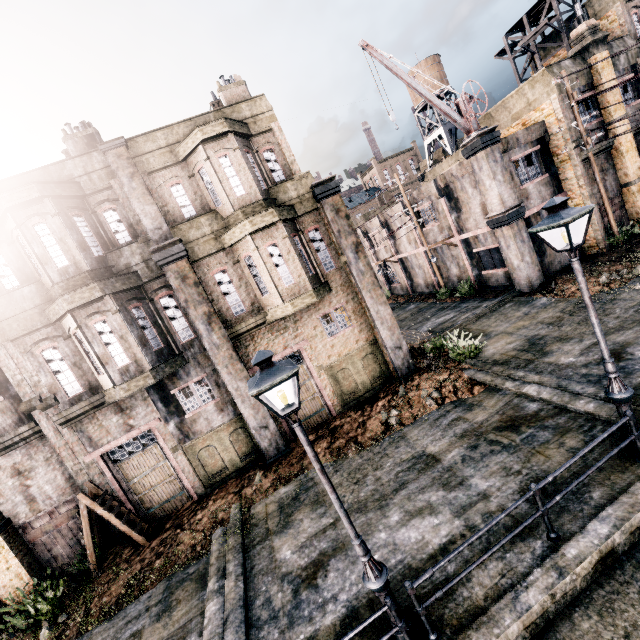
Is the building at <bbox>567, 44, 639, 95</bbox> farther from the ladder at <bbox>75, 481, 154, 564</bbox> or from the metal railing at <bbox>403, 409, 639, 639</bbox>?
the ladder at <bbox>75, 481, 154, 564</bbox>

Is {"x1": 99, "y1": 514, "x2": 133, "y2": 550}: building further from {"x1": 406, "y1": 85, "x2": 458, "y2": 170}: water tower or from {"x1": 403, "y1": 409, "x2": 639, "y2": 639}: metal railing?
{"x1": 406, "y1": 85, "x2": 458, "y2": 170}: water tower

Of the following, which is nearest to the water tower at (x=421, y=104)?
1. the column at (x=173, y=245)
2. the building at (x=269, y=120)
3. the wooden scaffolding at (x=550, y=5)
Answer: the wooden scaffolding at (x=550, y=5)

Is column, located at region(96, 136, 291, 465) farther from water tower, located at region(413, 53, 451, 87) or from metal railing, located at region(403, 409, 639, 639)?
water tower, located at region(413, 53, 451, 87)

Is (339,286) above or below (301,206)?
below

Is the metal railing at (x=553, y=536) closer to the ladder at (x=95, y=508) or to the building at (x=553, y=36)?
the ladder at (x=95, y=508)

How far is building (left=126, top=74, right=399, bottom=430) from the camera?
12.5m

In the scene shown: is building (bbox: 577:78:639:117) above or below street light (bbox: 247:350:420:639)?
above
